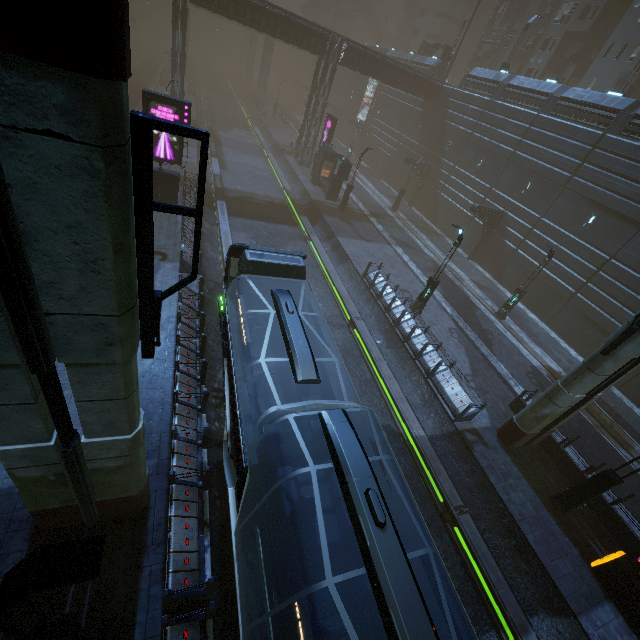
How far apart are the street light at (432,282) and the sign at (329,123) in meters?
21.6 m

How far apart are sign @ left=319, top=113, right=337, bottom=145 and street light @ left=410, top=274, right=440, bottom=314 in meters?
21.6 m

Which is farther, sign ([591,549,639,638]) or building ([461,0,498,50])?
building ([461,0,498,50])

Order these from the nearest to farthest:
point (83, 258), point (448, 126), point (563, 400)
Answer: point (83, 258) → point (563, 400) → point (448, 126)

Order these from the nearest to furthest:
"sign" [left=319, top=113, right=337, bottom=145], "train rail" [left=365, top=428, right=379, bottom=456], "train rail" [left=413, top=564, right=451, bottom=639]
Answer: "train rail" [left=413, top=564, right=451, bottom=639] → "train rail" [left=365, top=428, right=379, bottom=456] → "sign" [left=319, top=113, right=337, bottom=145]

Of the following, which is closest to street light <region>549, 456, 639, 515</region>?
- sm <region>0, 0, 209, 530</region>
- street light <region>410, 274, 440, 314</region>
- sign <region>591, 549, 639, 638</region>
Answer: sign <region>591, 549, 639, 638</region>

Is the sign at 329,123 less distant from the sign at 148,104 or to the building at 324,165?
the building at 324,165

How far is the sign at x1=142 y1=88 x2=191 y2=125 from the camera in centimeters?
1614cm
